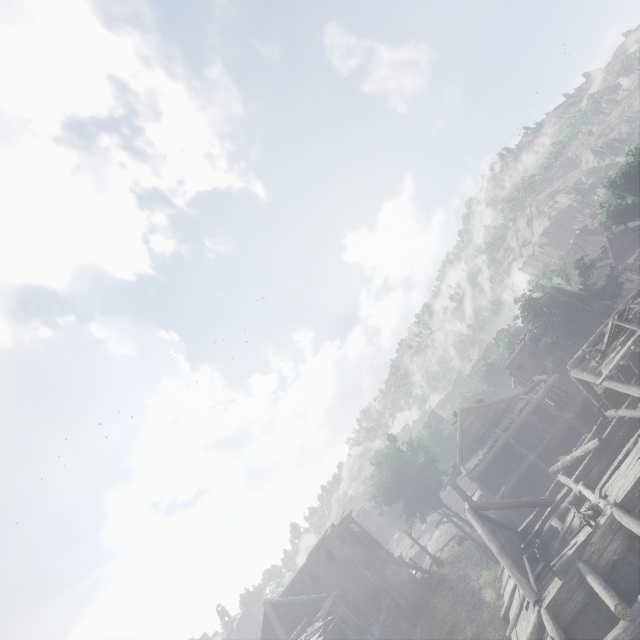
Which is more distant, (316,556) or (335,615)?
(316,556)

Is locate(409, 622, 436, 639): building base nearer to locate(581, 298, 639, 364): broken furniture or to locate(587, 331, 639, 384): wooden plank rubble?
locate(587, 331, 639, 384): wooden plank rubble

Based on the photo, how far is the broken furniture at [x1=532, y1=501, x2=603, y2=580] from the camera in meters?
11.6 m

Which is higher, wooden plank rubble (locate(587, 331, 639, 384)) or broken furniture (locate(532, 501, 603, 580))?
wooden plank rubble (locate(587, 331, 639, 384))

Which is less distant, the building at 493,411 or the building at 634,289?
the building at 493,411

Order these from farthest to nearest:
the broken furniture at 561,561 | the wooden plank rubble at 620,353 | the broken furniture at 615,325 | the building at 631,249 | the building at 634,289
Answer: the building at 631,249, the building at 634,289, the broken furniture at 615,325, the wooden plank rubble at 620,353, the broken furniture at 561,561

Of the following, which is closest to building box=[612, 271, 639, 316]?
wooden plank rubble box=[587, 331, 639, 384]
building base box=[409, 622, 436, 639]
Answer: building base box=[409, 622, 436, 639]

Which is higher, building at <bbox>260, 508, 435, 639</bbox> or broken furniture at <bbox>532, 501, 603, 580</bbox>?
building at <bbox>260, 508, 435, 639</bbox>
